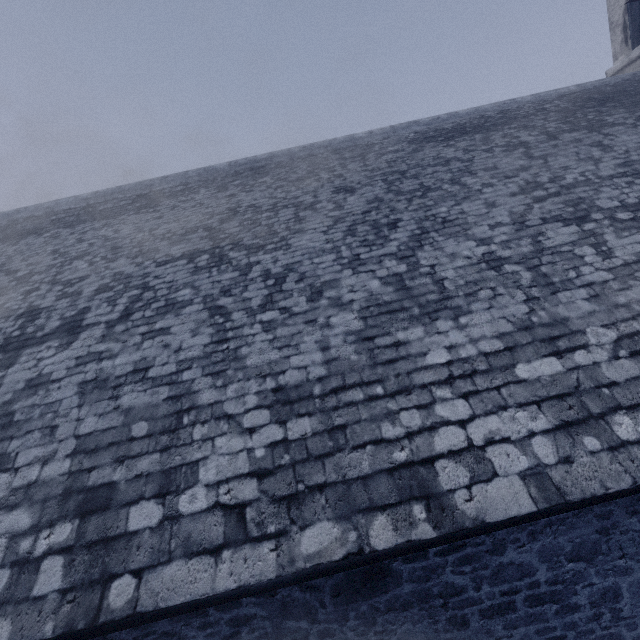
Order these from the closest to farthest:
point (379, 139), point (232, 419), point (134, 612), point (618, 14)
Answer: point (134, 612)
point (232, 419)
point (379, 139)
point (618, 14)
